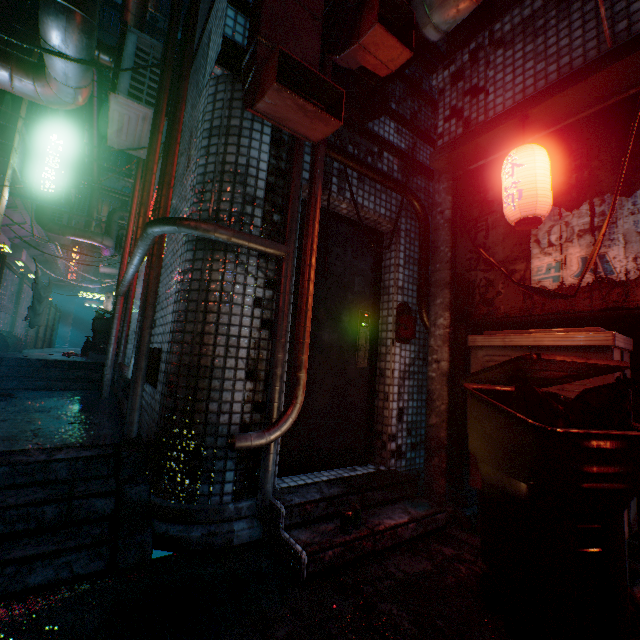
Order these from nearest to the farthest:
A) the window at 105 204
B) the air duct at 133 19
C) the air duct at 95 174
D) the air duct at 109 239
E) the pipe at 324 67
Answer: the pipe at 324 67
the air duct at 133 19
the air duct at 109 239
the air duct at 95 174
the window at 105 204

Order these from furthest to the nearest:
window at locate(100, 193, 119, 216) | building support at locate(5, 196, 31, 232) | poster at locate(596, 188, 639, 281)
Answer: window at locate(100, 193, 119, 216)
building support at locate(5, 196, 31, 232)
poster at locate(596, 188, 639, 281)

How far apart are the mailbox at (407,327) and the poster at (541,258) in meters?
0.9 m

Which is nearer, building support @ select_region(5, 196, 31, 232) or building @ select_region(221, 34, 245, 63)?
building @ select_region(221, 34, 245, 63)

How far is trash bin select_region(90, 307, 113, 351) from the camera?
7.6 meters

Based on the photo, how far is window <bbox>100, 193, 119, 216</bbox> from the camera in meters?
19.2

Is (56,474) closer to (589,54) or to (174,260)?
(174,260)

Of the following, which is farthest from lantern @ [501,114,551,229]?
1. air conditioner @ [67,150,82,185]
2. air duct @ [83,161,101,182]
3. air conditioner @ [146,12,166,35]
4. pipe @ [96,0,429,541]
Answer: air conditioner @ [146,12,166,35]
